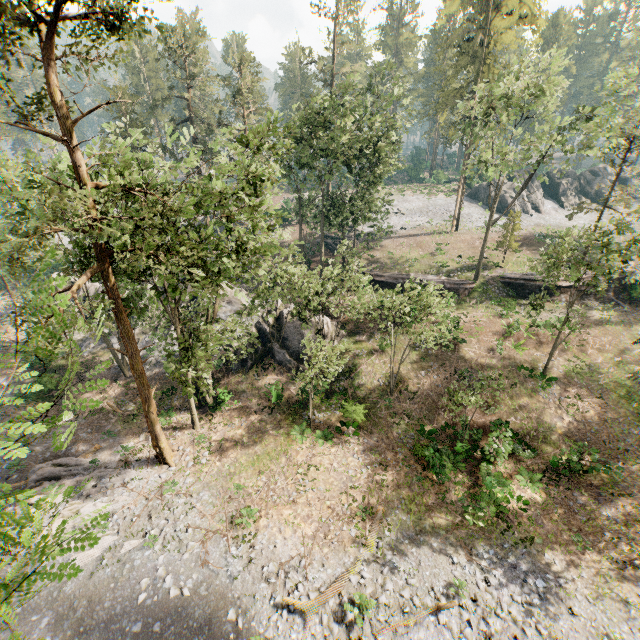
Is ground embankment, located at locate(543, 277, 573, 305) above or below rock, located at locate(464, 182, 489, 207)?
below

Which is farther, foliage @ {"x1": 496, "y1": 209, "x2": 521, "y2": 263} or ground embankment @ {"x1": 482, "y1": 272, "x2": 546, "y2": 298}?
foliage @ {"x1": 496, "y1": 209, "x2": 521, "y2": 263}

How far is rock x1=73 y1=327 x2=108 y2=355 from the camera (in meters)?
33.26

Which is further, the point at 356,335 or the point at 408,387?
the point at 356,335

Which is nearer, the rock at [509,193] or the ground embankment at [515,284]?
the ground embankment at [515,284]

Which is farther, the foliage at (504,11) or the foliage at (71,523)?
the foliage at (504,11)

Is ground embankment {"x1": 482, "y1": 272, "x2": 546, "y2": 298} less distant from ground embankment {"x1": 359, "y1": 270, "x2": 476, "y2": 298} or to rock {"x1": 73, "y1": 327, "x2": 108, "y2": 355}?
ground embankment {"x1": 359, "y1": 270, "x2": 476, "y2": 298}

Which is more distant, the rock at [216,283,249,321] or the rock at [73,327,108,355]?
the rock at [73,327,108,355]
